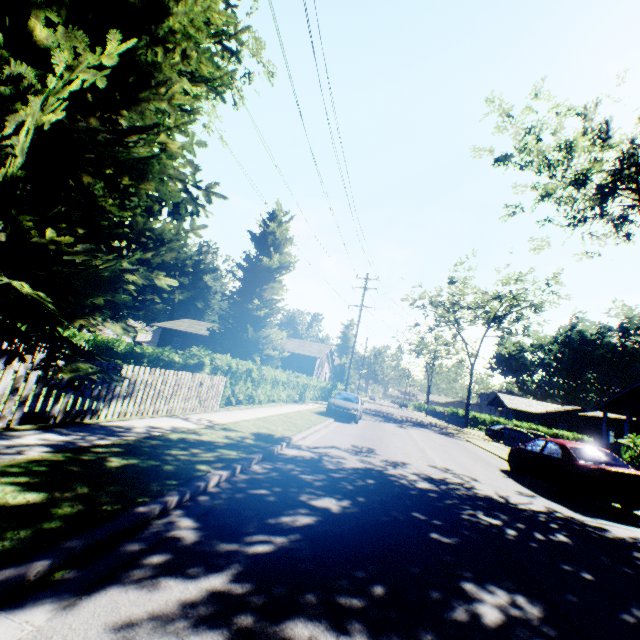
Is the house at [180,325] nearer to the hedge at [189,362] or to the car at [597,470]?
the hedge at [189,362]

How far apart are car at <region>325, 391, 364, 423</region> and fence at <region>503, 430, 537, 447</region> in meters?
10.9

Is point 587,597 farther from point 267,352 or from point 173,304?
point 173,304

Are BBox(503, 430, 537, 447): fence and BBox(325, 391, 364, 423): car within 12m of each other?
yes

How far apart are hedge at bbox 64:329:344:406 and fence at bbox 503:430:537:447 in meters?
15.9 m

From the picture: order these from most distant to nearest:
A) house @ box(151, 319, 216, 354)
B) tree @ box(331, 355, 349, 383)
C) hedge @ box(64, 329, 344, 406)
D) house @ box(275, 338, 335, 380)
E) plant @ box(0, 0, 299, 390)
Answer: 1. tree @ box(331, 355, 349, 383)
2. house @ box(151, 319, 216, 354)
3. house @ box(275, 338, 335, 380)
4. hedge @ box(64, 329, 344, 406)
5. plant @ box(0, 0, 299, 390)

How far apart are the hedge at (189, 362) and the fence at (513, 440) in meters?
15.9 m

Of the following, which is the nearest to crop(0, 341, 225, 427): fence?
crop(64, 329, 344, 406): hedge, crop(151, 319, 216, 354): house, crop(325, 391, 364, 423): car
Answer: crop(64, 329, 344, 406): hedge
